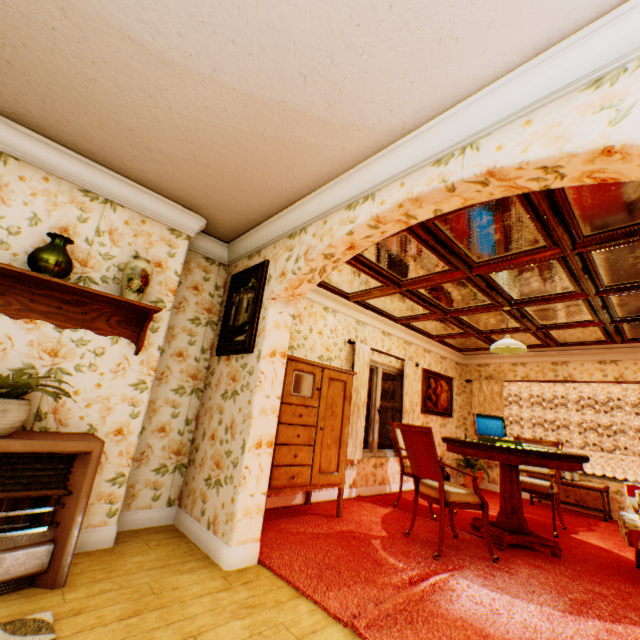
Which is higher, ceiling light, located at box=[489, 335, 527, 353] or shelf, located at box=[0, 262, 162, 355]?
ceiling light, located at box=[489, 335, 527, 353]

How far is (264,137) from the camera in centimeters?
240cm

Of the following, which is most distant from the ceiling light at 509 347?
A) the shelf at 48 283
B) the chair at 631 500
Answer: the shelf at 48 283

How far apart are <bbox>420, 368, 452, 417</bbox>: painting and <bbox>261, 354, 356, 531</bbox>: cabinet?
3.0 meters

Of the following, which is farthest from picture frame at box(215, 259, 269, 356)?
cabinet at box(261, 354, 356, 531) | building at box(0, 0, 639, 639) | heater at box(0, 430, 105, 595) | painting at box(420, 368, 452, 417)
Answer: painting at box(420, 368, 452, 417)

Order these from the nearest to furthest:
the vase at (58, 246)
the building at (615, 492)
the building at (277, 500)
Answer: the vase at (58, 246) < the building at (277, 500) < the building at (615, 492)

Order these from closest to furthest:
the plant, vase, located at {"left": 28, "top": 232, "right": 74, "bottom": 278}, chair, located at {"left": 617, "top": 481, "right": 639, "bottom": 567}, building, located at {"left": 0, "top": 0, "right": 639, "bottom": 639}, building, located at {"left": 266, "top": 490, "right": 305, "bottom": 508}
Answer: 1. building, located at {"left": 0, "top": 0, "right": 639, "bottom": 639}
2. vase, located at {"left": 28, "top": 232, "right": 74, "bottom": 278}
3. chair, located at {"left": 617, "top": 481, "right": 639, "bottom": 567}
4. building, located at {"left": 266, "top": 490, "right": 305, "bottom": 508}
5. the plant

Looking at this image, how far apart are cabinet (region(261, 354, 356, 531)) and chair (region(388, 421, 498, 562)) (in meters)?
0.70
